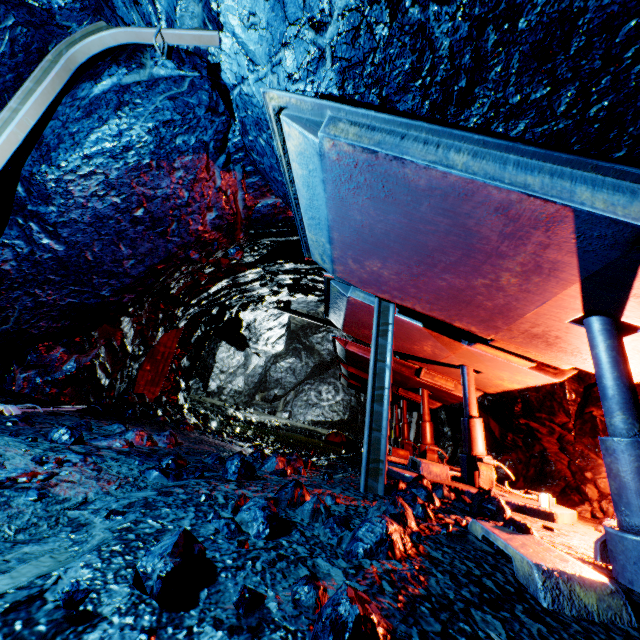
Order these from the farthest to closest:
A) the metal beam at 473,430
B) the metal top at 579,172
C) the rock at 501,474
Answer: the rock at 501,474 < the metal beam at 473,430 < the metal top at 579,172

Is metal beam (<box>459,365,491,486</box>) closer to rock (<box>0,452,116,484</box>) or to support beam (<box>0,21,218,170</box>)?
rock (<box>0,452,116,484</box>)

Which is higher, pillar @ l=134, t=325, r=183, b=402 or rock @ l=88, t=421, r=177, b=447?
pillar @ l=134, t=325, r=183, b=402

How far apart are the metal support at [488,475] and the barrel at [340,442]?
6.3 meters

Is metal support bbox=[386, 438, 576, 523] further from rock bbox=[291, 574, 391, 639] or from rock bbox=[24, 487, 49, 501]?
rock bbox=[291, 574, 391, 639]

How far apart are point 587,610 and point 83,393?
5.76m

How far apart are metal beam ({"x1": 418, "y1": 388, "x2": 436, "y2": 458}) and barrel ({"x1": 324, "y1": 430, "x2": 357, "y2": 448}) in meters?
4.6 m

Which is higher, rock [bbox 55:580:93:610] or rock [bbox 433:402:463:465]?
rock [bbox 433:402:463:465]
